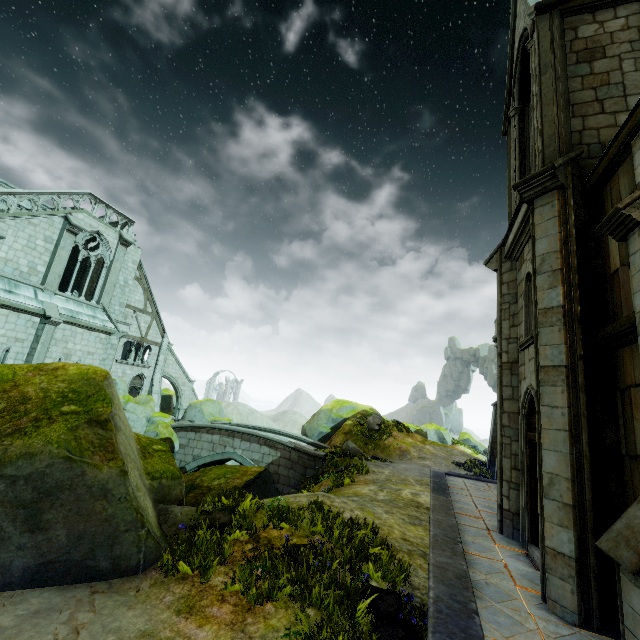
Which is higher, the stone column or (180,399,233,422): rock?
the stone column

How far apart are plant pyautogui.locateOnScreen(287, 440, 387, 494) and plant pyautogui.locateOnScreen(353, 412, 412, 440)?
6.6 meters

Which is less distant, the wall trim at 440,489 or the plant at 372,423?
the wall trim at 440,489

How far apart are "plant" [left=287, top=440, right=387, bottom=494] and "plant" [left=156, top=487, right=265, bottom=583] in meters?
9.6 m

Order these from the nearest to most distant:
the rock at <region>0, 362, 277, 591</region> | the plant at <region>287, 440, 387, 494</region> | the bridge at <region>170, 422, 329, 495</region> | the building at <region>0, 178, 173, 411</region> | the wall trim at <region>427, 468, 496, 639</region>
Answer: the wall trim at <region>427, 468, 496, 639</region> → the rock at <region>0, 362, 277, 591</region> → the plant at <region>287, 440, 387, 494</region> → the building at <region>0, 178, 173, 411</region> → the bridge at <region>170, 422, 329, 495</region>

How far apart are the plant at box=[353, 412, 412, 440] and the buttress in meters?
18.4 m

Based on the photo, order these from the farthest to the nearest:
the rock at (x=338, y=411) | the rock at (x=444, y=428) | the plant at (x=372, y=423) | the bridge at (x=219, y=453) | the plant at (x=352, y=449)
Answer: the rock at (x=444, y=428) → the rock at (x=338, y=411) → the plant at (x=372, y=423) → the bridge at (x=219, y=453) → the plant at (x=352, y=449)

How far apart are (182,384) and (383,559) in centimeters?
3025cm
